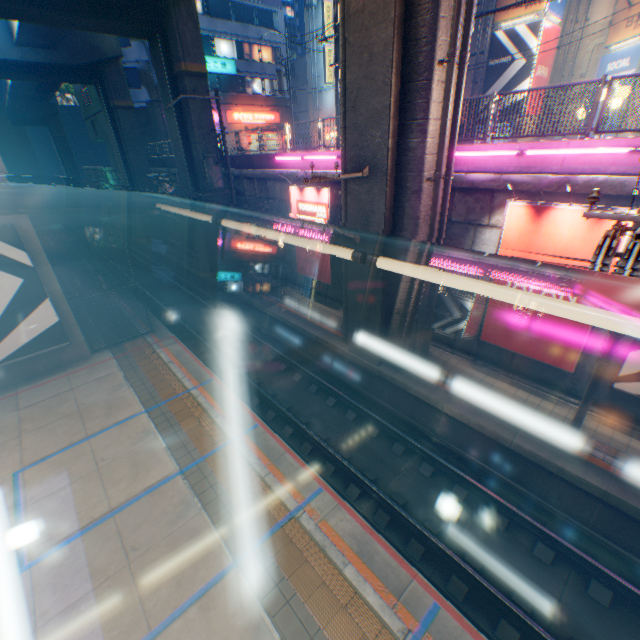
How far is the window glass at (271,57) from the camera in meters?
35.8 m

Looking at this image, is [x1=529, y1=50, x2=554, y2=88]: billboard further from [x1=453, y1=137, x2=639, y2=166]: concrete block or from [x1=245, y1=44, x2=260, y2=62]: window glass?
[x1=245, y1=44, x2=260, y2=62]: window glass

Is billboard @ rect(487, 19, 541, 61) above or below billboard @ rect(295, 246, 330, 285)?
above

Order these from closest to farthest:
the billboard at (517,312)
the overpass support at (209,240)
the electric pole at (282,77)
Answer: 1. the billboard at (517,312)
2. the overpass support at (209,240)
3. the electric pole at (282,77)

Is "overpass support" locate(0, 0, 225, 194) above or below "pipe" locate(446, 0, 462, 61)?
below

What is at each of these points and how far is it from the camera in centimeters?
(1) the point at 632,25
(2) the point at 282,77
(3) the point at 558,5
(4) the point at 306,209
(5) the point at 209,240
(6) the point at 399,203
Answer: (1) billboard, 1388cm
(2) electric pole, 2756cm
(3) billboard, 1752cm
(4) billboard, 1483cm
(5) overpass support, 2020cm
(6) overpass support, 922cm

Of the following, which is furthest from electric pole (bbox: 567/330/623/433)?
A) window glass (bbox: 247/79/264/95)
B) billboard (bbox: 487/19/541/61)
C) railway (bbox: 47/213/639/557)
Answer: window glass (bbox: 247/79/264/95)

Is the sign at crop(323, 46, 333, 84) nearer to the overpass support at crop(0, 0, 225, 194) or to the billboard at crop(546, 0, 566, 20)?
the overpass support at crop(0, 0, 225, 194)
